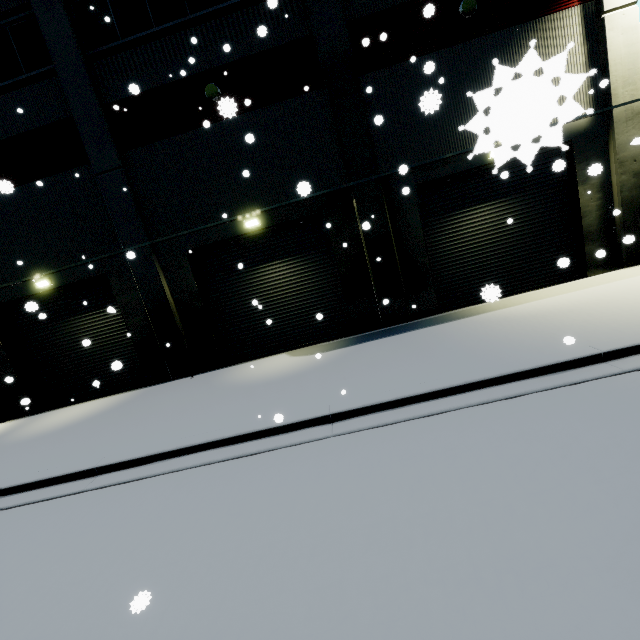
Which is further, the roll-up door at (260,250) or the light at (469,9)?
the roll-up door at (260,250)

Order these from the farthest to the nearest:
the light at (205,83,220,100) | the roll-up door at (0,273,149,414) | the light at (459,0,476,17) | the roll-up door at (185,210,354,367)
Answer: the roll-up door at (0,273,149,414) → the roll-up door at (185,210,354,367) → the light at (205,83,220,100) → the light at (459,0,476,17)

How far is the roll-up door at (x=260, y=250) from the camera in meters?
11.2 m

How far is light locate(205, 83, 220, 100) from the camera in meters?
9.9

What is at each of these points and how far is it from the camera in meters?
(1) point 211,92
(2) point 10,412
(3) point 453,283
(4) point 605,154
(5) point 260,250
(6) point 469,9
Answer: (1) light, 10.0
(2) building, 12.7
(3) roll-up door, 11.3
(4) building, 10.0
(5) roll-up door, 11.3
(6) light, 9.2

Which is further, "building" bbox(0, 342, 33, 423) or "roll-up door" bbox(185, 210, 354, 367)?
"building" bbox(0, 342, 33, 423)

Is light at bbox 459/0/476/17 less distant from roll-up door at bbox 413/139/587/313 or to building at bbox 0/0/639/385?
building at bbox 0/0/639/385

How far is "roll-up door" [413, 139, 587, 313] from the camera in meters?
10.4 m
